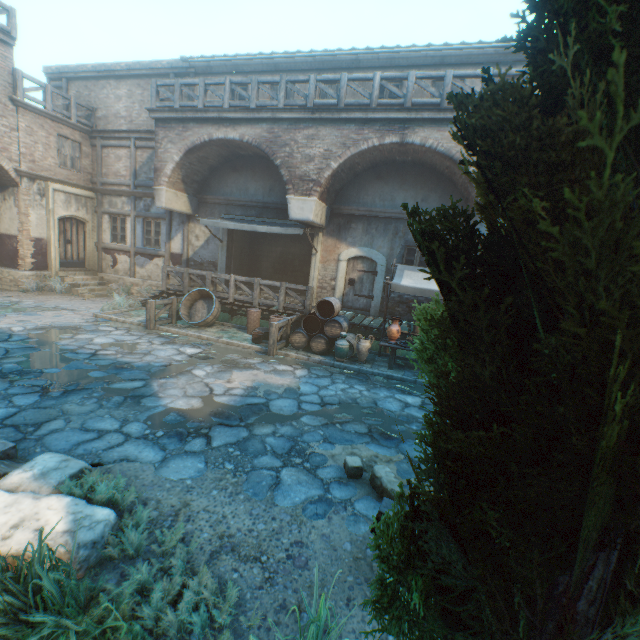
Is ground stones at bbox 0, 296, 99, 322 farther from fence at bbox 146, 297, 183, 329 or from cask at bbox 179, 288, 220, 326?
cask at bbox 179, 288, 220, 326

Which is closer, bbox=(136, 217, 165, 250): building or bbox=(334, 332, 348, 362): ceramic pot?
bbox=(334, 332, 348, 362): ceramic pot

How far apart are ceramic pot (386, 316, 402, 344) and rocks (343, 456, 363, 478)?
5.0m

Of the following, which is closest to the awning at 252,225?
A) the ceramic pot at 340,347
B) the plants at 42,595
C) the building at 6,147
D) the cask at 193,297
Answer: the building at 6,147

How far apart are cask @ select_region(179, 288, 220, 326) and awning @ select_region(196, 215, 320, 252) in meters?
2.4 m

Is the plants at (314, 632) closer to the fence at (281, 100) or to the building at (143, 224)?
the building at (143, 224)

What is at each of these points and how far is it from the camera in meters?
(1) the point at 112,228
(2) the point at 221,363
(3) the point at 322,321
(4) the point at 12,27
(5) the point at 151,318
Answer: (1) building, 15.7 m
(2) ground stones, 8.3 m
(3) barrel, 10.0 m
(4) fence, 11.7 m
(5) fence, 10.4 m

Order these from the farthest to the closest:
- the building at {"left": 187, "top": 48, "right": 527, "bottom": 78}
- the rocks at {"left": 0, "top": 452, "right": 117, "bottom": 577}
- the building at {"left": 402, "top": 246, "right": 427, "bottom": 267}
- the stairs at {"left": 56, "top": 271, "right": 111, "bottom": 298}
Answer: the stairs at {"left": 56, "top": 271, "right": 111, "bottom": 298} → the building at {"left": 402, "top": 246, "right": 427, "bottom": 267} → the building at {"left": 187, "top": 48, "right": 527, "bottom": 78} → the rocks at {"left": 0, "top": 452, "right": 117, "bottom": 577}
